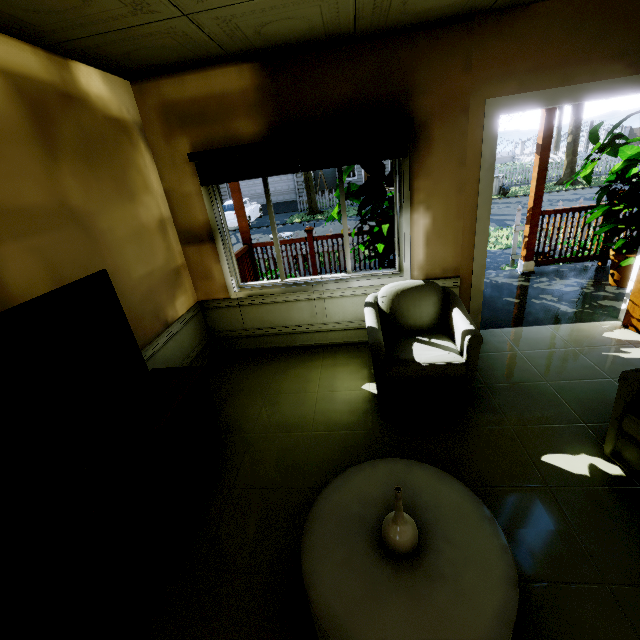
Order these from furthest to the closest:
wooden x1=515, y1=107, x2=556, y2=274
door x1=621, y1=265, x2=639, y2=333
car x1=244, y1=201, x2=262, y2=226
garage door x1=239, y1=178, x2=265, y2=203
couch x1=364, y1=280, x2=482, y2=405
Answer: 1. garage door x1=239, y1=178, x2=265, y2=203
2. car x1=244, y1=201, x2=262, y2=226
3. wooden x1=515, y1=107, x2=556, y2=274
4. door x1=621, y1=265, x2=639, y2=333
5. couch x1=364, y1=280, x2=482, y2=405

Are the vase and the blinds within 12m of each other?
yes

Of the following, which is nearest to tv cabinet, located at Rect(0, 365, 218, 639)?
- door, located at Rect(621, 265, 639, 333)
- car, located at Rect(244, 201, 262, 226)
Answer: door, located at Rect(621, 265, 639, 333)

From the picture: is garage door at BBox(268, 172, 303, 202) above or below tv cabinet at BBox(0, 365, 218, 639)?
above

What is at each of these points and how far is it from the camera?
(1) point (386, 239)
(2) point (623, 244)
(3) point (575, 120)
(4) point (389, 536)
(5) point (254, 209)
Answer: (1) plant, 4.0m
(2) plant, 4.0m
(3) tree, 15.8m
(4) vase, 1.4m
(5) car, 19.6m

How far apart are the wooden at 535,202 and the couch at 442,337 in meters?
2.8

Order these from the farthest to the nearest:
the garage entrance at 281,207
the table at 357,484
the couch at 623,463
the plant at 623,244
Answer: the garage entrance at 281,207 < the plant at 623,244 < the couch at 623,463 < the table at 357,484

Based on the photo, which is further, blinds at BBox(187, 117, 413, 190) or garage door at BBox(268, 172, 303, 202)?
garage door at BBox(268, 172, 303, 202)
